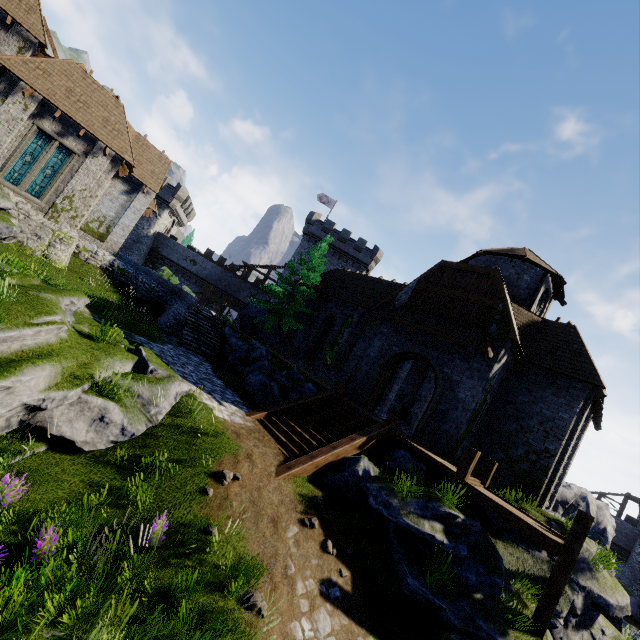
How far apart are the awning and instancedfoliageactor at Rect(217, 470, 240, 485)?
10.2m

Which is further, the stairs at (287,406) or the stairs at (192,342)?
the stairs at (192,342)

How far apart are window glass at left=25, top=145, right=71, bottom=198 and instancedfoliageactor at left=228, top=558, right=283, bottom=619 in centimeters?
2286cm

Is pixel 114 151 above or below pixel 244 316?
above

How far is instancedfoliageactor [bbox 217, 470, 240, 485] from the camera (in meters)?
7.82

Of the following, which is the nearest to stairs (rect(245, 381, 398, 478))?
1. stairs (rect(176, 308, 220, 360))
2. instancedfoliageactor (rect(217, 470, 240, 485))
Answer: instancedfoliageactor (rect(217, 470, 240, 485))

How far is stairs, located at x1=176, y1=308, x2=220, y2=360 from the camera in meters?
17.7 m

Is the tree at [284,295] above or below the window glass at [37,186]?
above
